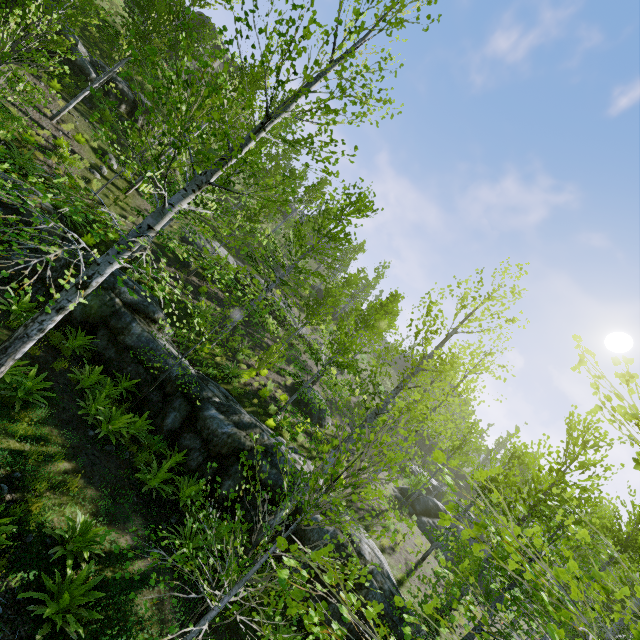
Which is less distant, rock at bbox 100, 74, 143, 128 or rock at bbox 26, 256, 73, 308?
rock at bbox 26, 256, 73, 308

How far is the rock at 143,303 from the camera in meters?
9.7

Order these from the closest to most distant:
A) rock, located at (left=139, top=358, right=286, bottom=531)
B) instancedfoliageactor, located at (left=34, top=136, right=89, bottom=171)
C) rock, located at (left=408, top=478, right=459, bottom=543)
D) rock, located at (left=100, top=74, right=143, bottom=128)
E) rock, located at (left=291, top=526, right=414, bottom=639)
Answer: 1. instancedfoliageactor, located at (left=34, top=136, right=89, bottom=171)
2. rock, located at (left=291, top=526, right=414, bottom=639)
3. rock, located at (left=139, top=358, right=286, bottom=531)
4. rock, located at (left=100, top=74, right=143, bottom=128)
5. rock, located at (left=408, top=478, right=459, bottom=543)

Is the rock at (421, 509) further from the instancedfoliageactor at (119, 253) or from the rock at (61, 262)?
the instancedfoliageactor at (119, 253)

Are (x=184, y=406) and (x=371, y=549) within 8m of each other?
yes

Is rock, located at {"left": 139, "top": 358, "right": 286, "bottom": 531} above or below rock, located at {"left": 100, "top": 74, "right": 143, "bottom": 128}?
below

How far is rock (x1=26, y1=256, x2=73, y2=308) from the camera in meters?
9.4 m

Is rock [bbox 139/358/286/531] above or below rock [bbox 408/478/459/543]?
below
